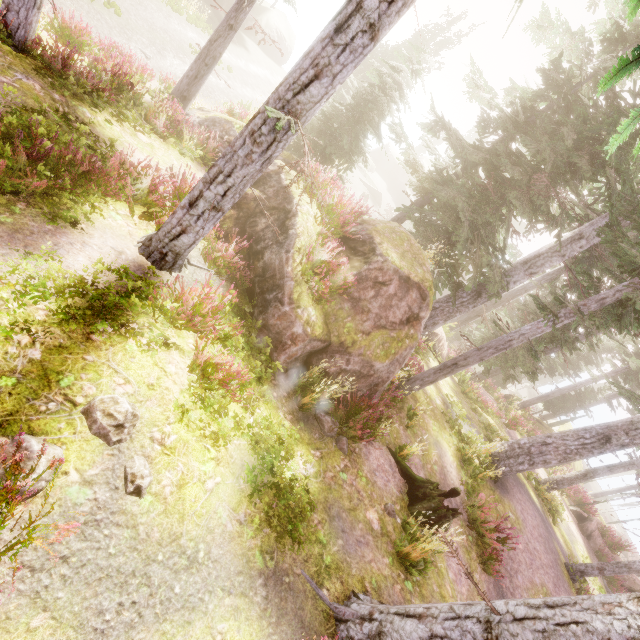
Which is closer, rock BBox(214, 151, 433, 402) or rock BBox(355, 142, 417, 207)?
rock BBox(214, 151, 433, 402)

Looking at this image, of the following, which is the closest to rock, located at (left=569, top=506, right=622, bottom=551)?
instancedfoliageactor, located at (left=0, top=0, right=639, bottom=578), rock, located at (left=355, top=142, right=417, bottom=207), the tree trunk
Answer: instancedfoliageactor, located at (left=0, top=0, right=639, bottom=578)

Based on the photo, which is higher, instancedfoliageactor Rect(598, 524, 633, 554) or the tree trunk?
instancedfoliageactor Rect(598, 524, 633, 554)

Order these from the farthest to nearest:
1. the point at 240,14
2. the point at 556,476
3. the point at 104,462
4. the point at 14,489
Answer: the point at 556,476
the point at 240,14
the point at 104,462
the point at 14,489

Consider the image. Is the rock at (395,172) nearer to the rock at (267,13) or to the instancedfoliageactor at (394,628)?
the instancedfoliageactor at (394,628)

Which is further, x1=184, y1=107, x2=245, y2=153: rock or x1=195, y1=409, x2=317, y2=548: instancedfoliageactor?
x1=184, y1=107, x2=245, y2=153: rock

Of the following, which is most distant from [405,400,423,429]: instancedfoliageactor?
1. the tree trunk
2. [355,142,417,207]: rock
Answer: [355,142,417,207]: rock

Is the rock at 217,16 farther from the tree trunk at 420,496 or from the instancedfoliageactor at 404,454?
the tree trunk at 420,496
